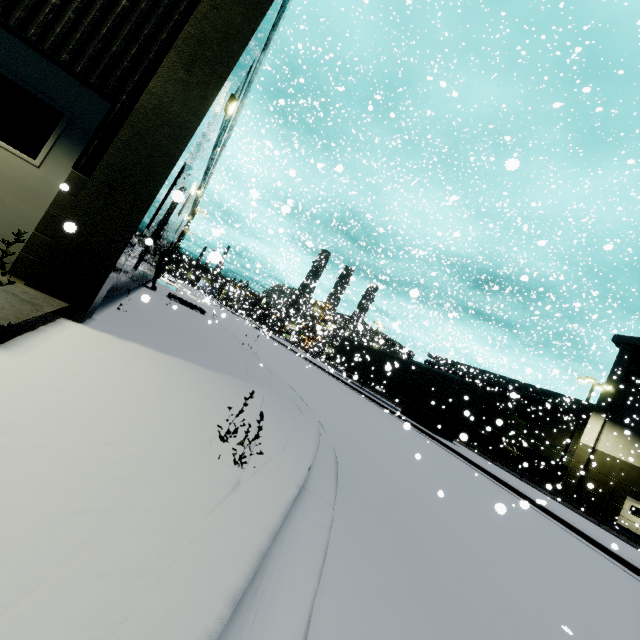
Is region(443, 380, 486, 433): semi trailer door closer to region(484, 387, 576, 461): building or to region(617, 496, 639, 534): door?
region(484, 387, 576, 461): building

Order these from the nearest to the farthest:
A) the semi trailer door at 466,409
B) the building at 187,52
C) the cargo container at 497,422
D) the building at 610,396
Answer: the building at 187,52
the semi trailer door at 466,409
the building at 610,396
the cargo container at 497,422

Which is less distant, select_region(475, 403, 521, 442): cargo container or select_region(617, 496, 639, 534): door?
select_region(617, 496, 639, 534): door

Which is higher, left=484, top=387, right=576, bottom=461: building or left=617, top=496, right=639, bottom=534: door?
left=484, top=387, right=576, bottom=461: building

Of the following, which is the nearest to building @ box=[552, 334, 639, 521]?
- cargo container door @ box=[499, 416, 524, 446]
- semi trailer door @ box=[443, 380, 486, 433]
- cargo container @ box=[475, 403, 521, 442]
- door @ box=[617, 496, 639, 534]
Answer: door @ box=[617, 496, 639, 534]

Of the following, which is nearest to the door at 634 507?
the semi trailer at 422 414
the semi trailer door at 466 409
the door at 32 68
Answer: the semi trailer at 422 414

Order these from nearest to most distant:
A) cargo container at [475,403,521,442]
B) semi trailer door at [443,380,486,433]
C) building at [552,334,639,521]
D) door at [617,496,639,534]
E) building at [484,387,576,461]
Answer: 1. semi trailer door at [443,380,486,433]
2. door at [617,496,639,534]
3. building at [552,334,639,521]
4. cargo container at [475,403,521,442]
5. building at [484,387,576,461]

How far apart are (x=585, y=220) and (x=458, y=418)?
21.95m
